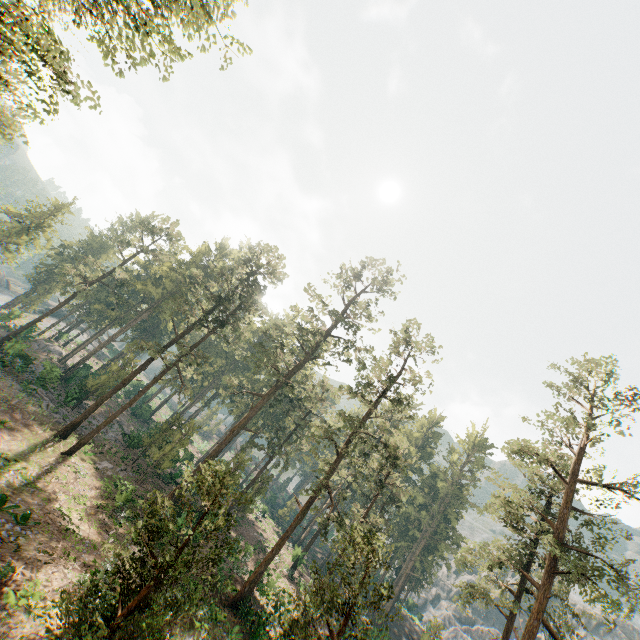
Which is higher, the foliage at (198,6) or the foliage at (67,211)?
the foliage at (198,6)

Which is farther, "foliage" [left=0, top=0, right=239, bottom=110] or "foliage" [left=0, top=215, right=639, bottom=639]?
"foliage" [left=0, top=215, right=639, bottom=639]

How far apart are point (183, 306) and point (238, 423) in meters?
13.7 m

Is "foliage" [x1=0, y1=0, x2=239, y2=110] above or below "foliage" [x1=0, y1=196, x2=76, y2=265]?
above

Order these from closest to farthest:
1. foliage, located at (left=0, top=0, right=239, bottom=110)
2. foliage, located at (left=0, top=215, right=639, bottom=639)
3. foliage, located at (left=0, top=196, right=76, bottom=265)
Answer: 1. foliage, located at (left=0, top=0, right=239, bottom=110)
2. foliage, located at (left=0, top=215, right=639, bottom=639)
3. foliage, located at (left=0, top=196, right=76, bottom=265)

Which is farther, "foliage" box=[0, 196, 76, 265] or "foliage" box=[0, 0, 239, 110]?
"foliage" box=[0, 196, 76, 265]

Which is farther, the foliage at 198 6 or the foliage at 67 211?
the foliage at 67 211
